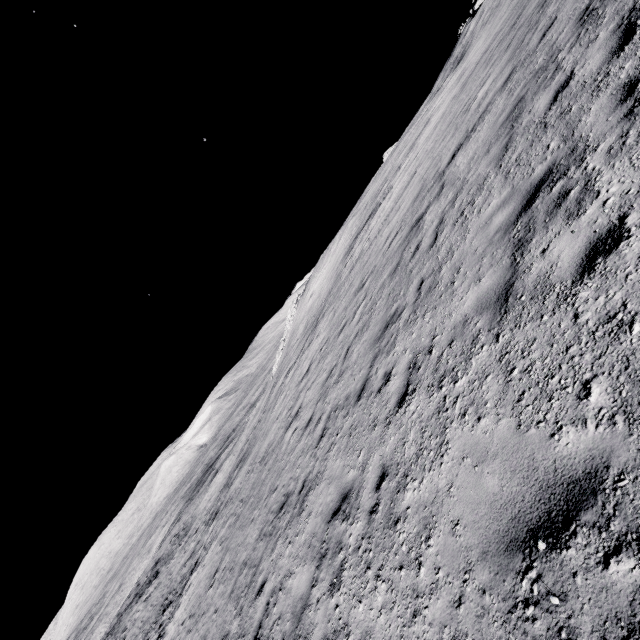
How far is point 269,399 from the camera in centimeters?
2798cm
